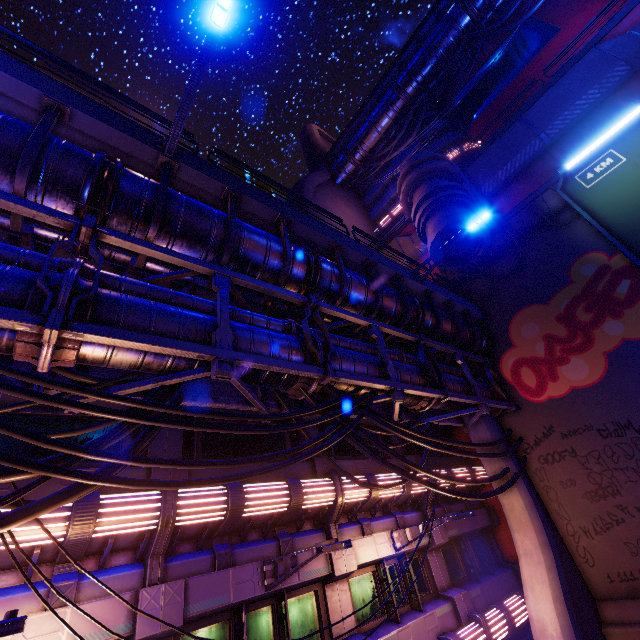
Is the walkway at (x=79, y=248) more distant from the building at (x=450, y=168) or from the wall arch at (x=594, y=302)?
the building at (x=450, y=168)

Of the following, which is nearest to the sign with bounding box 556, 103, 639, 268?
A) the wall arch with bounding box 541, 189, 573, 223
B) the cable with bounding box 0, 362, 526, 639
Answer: the wall arch with bounding box 541, 189, 573, 223

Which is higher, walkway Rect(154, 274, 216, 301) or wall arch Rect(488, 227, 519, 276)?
wall arch Rect(488, 227, 519, 276)

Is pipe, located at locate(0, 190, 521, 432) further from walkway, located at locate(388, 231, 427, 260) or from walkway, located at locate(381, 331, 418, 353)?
walkway, located at locate(388, 231, 427, 260)

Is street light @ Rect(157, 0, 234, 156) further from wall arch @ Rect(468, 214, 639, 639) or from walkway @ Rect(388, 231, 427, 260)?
walkway @ Rect(388, 231, 427, 260)

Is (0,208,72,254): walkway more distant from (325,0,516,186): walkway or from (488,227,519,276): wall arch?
(325,0,516,186): walkway

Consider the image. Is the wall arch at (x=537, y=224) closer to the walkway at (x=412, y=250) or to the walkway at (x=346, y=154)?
the walkway at (x=412, y=250)

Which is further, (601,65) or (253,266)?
(601,65)
